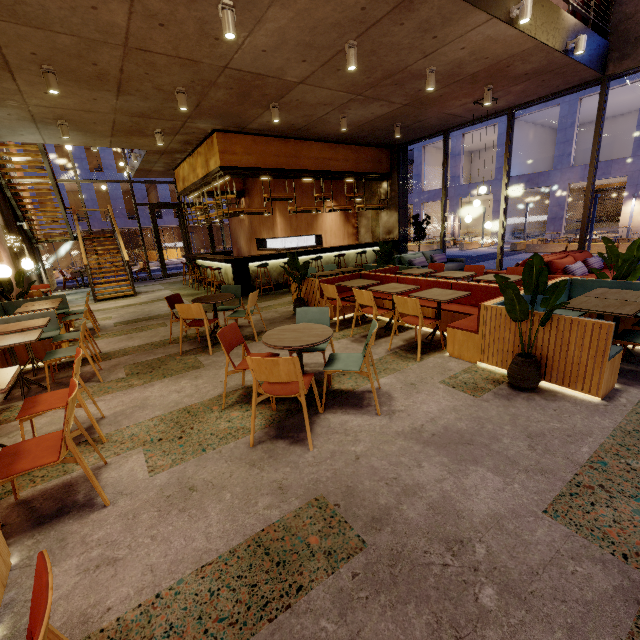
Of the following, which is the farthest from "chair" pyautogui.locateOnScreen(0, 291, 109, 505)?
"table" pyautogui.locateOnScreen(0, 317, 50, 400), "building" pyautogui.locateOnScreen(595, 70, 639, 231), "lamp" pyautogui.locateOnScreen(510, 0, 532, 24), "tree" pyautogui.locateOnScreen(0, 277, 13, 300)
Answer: "building" pyautogui.locateOnScreen(595, 70, 639, 231)

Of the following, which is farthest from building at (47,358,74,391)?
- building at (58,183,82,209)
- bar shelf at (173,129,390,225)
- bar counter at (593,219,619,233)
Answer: bar counter at (593,219,619,233)

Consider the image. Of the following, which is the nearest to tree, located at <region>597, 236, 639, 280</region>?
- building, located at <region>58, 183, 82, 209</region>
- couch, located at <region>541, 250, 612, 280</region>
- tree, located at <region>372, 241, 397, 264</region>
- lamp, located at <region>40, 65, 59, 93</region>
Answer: couch, located at <region>541, 250, 612, 280</region>

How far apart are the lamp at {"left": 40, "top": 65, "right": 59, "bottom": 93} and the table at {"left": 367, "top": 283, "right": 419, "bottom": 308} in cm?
600

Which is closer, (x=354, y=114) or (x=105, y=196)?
(x=354, y=114)

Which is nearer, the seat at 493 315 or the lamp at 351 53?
the seat at 493 315

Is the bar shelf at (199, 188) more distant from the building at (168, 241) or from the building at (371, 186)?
Answer: the building at (168, 241)

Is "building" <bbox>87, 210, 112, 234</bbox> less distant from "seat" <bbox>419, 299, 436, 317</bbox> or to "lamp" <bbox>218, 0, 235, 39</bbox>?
"seat" <bbox>419, 299, 436, 317</bbox>
